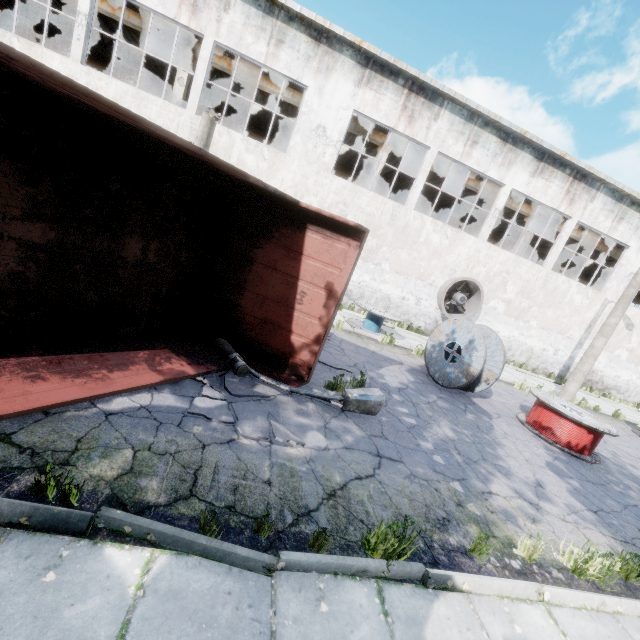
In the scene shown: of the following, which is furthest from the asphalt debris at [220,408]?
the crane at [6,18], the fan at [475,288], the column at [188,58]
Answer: the crane at [6,18]

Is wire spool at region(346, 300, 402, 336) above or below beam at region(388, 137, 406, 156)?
below

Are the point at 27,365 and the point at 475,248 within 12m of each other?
no

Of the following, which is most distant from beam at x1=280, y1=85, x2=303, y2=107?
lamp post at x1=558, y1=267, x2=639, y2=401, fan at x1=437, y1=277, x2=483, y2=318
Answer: lamp post at x1=558, y1=267, x2=639, y2=401

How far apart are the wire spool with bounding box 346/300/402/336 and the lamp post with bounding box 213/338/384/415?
6.05m

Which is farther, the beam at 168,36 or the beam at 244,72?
the beam at 244,72

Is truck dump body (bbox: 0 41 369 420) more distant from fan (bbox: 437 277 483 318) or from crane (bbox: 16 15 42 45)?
crane (bbox: 16 15 42 45)

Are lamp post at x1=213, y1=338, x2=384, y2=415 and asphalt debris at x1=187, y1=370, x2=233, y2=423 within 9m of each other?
yes
